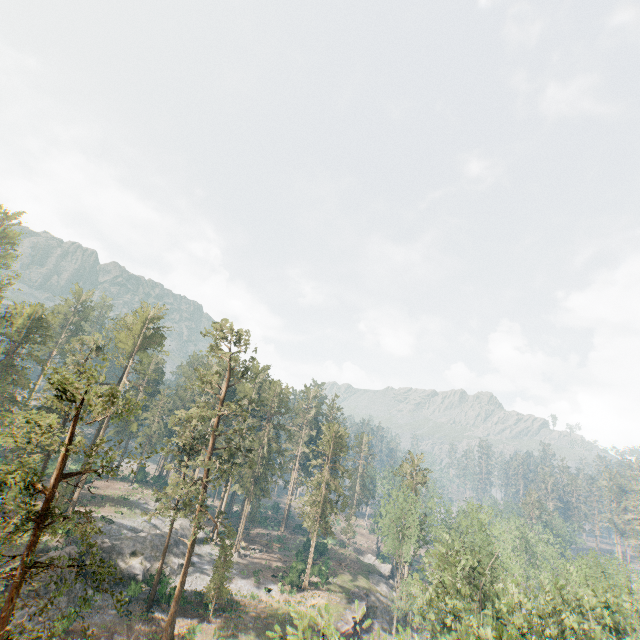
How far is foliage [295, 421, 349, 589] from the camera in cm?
5006

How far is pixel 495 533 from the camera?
33.6m

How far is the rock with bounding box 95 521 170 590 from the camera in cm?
3828

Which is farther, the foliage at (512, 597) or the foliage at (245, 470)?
the foliage at (245, 470)

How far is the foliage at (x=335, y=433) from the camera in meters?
50.1

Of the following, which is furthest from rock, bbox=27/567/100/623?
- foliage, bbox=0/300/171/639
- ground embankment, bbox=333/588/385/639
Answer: ground embankment, bbox=333/588/385/639

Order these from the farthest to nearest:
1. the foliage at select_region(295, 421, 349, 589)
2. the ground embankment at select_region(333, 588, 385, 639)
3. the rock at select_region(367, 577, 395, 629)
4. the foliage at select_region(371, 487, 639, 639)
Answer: the foliage at select_region(295, 421, 349, 589) → the rock at select_region(367, 577, 395, 629) → the ground embankment at select_region(333, 588, 385, 639) → the foliage at select_region(371, 487, 639, 639)
